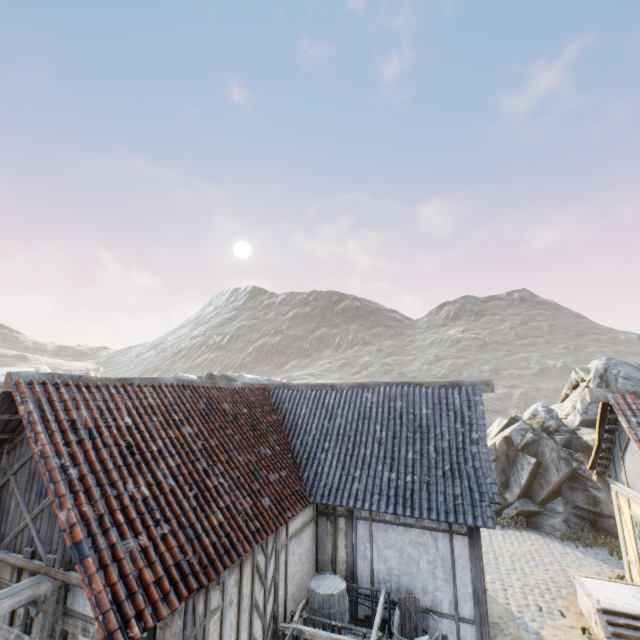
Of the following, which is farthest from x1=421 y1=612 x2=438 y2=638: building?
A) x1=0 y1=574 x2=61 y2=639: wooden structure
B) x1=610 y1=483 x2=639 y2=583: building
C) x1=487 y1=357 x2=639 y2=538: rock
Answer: x1=610 y1=483 x2=639 y2=583: building

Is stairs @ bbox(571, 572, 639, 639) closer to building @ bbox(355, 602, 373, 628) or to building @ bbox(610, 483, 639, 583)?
building @ bbox(610, 483, 639, 583)

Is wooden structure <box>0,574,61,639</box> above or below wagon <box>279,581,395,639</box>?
above

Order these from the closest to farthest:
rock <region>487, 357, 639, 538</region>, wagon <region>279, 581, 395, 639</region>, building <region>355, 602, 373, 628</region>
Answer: wagon <region>279, 581, 395, 639</region> → building <region>355, 602, 373, 628</region> → rock <region>487, 357, 639, 538</region>

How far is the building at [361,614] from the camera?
8.02m

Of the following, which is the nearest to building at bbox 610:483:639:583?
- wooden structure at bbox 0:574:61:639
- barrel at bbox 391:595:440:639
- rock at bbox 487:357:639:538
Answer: rock at bbox 487:357:639:538

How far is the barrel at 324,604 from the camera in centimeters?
724cm

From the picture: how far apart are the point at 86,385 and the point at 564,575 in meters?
14.9
